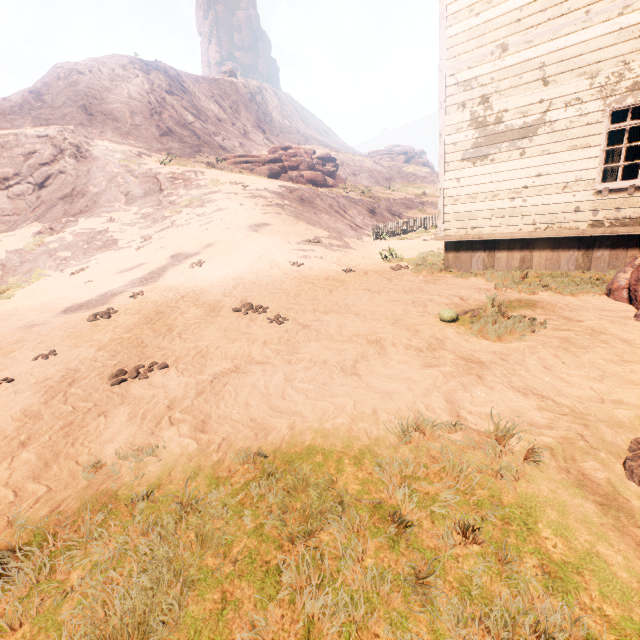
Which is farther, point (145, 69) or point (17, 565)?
point (145, 69)

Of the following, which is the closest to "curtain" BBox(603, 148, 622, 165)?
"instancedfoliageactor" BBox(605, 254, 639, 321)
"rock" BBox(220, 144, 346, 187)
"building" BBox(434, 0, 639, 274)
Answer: "building" BBox(434, 0, 639, 274)

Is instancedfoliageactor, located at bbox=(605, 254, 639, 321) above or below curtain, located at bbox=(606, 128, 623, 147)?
below

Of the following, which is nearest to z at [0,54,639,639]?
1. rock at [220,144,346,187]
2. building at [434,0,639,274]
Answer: building at [434,0,639,274]

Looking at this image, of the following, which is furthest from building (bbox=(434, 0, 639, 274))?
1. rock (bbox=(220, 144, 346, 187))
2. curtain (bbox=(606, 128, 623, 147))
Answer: rock (bbox=(220, 144, 346, 187))

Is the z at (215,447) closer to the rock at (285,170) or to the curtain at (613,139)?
the curtain at (613,139)

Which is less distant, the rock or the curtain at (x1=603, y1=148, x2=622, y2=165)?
the curtain at (x1=603, y1=148, x2=622, y2=165)

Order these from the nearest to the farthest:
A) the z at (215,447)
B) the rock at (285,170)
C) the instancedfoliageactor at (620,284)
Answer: the z at (215,447) → the instancedfoliageactor at (620,284) → the rock at (285,170)
